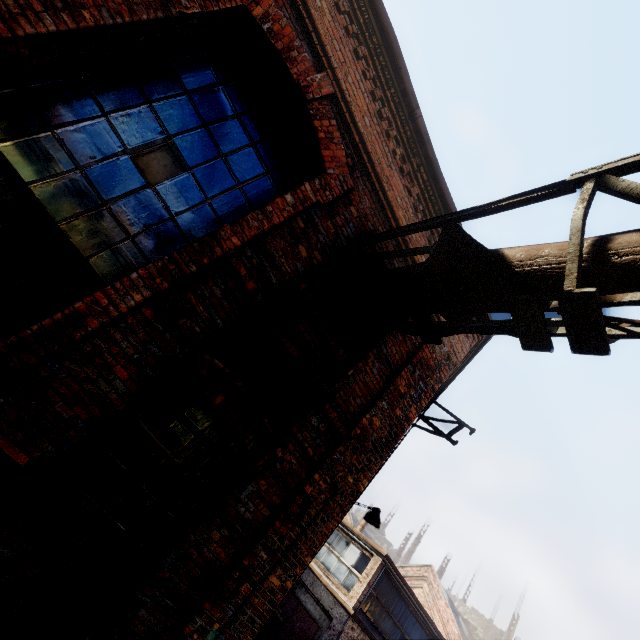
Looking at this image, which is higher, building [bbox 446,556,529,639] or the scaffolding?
building [bbox 446,556,529,639]

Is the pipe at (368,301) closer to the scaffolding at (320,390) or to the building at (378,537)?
the scaffolding at (320,390)

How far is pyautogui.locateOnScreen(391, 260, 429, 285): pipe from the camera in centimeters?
315cm

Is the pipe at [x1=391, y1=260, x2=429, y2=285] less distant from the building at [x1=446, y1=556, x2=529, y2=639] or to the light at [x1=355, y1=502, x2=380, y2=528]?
the light at [x1=355, y1=502, x2=380, y2=528]

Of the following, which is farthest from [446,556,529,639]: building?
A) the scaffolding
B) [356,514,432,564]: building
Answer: the scaffolding

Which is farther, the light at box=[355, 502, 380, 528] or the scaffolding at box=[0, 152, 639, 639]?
the light at box=[355, 502, 380, 528]

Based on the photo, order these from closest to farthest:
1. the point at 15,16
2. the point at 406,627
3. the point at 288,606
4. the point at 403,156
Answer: the point at 15,16
the point at 403,156
the point at 288,606
the point at 406,627

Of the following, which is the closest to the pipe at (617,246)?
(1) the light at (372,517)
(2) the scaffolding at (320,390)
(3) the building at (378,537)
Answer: (2) the scaffolding at (320,390)
